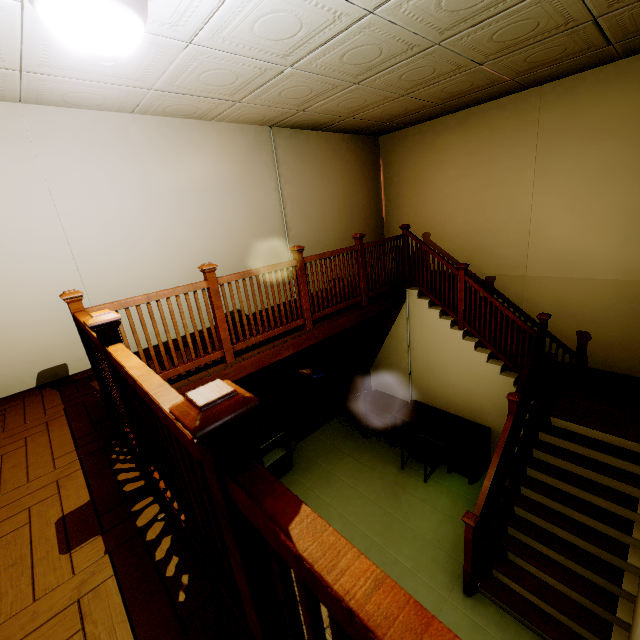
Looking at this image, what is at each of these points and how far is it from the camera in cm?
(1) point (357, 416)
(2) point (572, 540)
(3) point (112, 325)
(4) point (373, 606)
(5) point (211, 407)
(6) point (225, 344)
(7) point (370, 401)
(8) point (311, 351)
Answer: (1) door, 669
(2) stairs, 359
(3) wooden rail post, 158
(4) wooden rail, 42
(5) wooden rail post, 65
(6) wooden rail post, 341
(7) dresser, 647
(8) car, 873

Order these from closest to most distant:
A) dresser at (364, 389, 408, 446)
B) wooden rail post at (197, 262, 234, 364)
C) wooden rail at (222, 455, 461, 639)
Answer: wooden rail at (222, 455, 461, 639) < wooden rail post at (197, 262, 234, 364) < dresser at (364, 389, 408, 446)

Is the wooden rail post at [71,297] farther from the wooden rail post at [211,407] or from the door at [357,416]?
the door at [357,416]

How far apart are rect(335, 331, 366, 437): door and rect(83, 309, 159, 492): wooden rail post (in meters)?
4.31

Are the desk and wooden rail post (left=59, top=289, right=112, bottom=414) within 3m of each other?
no

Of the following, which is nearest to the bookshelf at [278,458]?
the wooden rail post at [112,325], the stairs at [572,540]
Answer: the stairs at [572,540]

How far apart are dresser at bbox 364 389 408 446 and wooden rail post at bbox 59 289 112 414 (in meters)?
4.52

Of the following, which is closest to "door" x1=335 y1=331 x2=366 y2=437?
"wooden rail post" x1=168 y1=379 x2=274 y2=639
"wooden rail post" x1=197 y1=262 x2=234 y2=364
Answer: "wooden rail post" x1=197 y1=262 x2=234 y2=364
